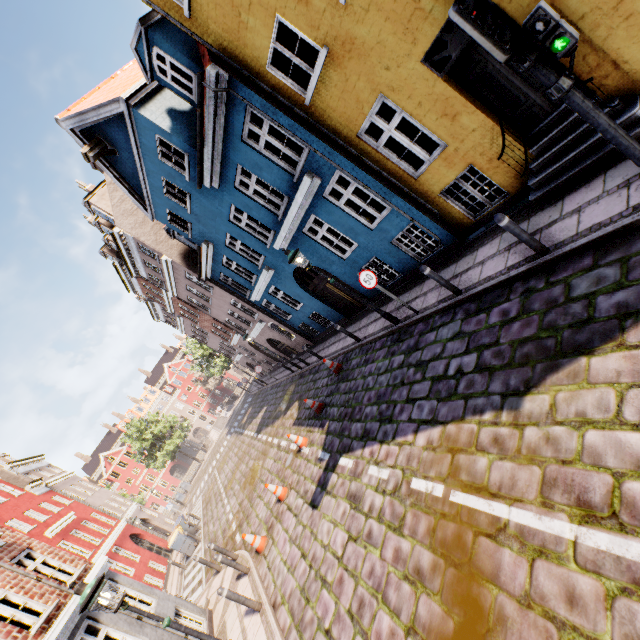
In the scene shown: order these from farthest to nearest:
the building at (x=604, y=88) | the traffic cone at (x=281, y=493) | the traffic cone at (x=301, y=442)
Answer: the traffic cone at (x=301, y=442) < the traffic cone at (x=281, y=493) < the building at (x=604, y=88)

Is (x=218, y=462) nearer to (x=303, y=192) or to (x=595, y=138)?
(x=303, y=192)

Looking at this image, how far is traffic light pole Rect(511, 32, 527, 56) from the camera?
3.41m

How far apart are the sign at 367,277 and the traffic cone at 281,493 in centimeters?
695cm

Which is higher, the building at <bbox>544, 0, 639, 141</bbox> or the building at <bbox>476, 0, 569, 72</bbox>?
the building at <bbox>476, 0, 569, 72</bbox>

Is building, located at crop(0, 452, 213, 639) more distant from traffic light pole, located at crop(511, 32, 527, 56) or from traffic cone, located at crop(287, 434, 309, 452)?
traffic cone, located at crop(287, 434, 309, 452)

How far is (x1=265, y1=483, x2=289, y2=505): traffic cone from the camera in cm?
1018

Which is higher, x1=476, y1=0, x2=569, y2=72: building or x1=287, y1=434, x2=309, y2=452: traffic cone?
x1=476, y1=0, x2=569, y2=72: building
